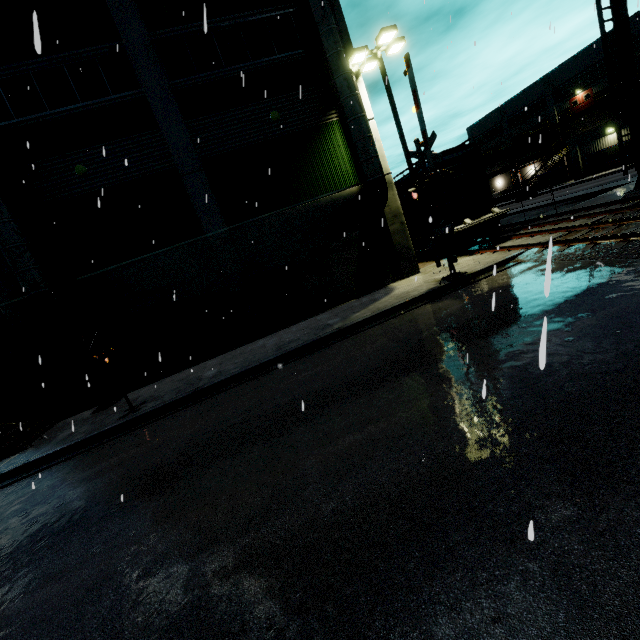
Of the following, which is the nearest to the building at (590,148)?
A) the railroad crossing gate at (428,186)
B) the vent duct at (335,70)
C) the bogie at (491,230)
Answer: the vent duct at (335,70)

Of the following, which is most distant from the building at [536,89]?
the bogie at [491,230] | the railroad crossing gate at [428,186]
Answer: the bogie at [491,230]

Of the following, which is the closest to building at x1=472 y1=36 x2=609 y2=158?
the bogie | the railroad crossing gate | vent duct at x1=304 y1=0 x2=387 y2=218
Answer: vent duct at x1=304 y1=0 x2=387 y2=218

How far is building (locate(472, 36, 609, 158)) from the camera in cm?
4025

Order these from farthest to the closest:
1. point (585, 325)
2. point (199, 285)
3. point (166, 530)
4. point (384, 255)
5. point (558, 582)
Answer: point (384, 255), point (199, 285), point (585, 325), point (166, 530), point (558, 582)

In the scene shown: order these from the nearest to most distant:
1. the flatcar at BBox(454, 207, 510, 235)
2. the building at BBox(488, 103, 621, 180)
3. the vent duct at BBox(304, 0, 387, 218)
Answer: the vent duct at BBox(304, 0, 387, 218)
the flatcar at BBox(454, 207, 510, 235)
the building at BBox(488, 103, 621, 180)
